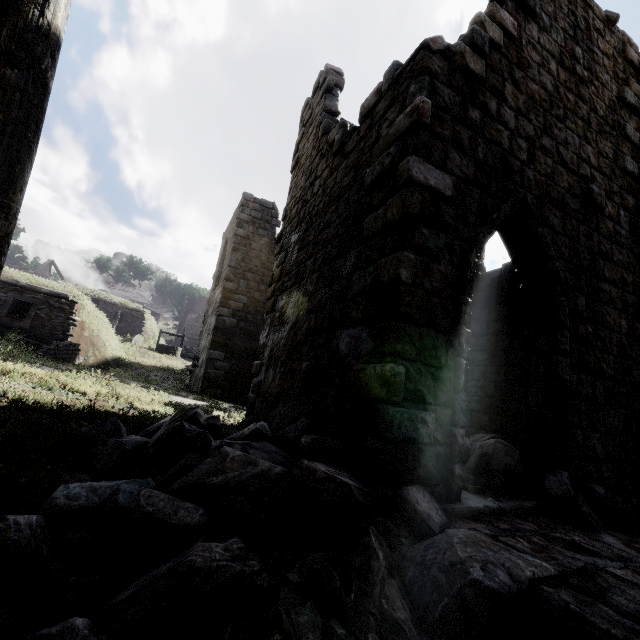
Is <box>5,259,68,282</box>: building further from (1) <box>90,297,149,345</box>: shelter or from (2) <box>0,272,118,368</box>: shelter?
(2) <box>0,272,118,368</box>: shelter

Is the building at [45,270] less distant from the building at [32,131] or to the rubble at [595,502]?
the building at [32,131]

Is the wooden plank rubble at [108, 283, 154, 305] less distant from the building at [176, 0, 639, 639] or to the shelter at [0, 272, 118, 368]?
the building at [176, 0, 639, 639]

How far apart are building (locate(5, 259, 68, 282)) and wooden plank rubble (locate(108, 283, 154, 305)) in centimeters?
695cm

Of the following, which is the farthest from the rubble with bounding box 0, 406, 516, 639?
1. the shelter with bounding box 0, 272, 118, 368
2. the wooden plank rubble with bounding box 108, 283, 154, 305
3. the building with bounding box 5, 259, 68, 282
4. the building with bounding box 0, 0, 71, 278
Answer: the building with bounding box 5, 259, 68, 282

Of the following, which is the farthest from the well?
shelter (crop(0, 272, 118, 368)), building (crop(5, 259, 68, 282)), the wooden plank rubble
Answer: building (crop(5, 259, 68, 282))

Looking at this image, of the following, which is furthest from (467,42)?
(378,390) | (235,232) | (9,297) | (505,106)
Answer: (9,297)

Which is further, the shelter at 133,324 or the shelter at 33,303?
the shelter at 133,324
